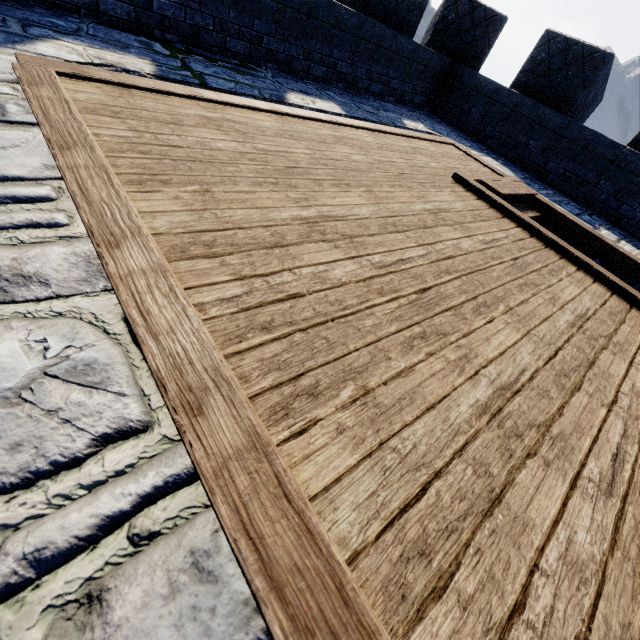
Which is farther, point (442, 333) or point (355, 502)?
point (442, 333)
